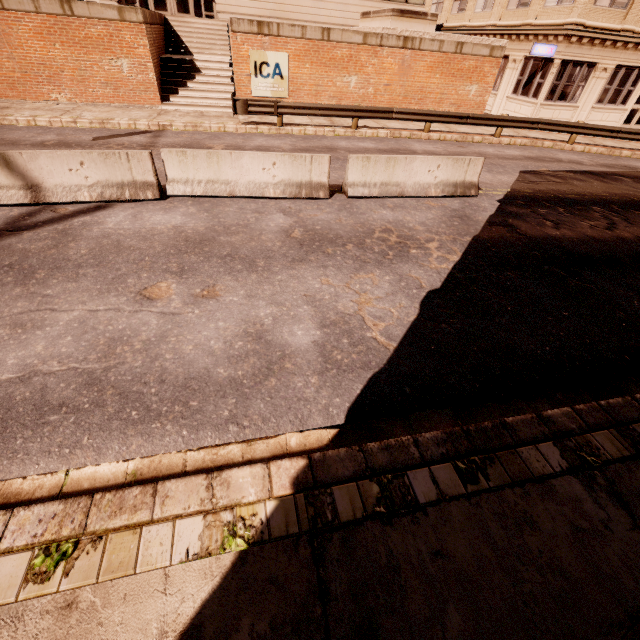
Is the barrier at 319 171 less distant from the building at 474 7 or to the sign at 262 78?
the sign at 262 78

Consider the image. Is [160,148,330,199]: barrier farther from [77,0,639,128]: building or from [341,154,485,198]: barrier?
[77,0,639,128]: building

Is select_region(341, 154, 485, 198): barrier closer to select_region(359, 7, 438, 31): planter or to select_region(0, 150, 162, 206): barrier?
select_region(0, 150, 162, 206): barrier

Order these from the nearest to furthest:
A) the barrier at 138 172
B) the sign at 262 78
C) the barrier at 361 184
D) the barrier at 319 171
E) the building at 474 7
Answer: the barrier at 138 172 < the barrier at 319 171 < the barrier at 361 184 < the sign at 262 78 < the building at 474 7

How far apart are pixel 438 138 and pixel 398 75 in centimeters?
420cm

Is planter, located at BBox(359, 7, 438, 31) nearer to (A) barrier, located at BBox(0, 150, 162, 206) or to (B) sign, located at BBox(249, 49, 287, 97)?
(B) sign, located at BBox(249, 49, 287, 97)

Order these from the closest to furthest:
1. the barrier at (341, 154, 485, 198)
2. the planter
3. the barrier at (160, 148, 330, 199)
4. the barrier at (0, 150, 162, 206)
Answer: the barrier at (0, 150, 162, 206), the barrier at (160, 148, 330, 199), the barrier at (341, 154, 485, 198), the planter

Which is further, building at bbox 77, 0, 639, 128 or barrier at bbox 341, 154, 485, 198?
building at bbox 77, 0, 639, 128
